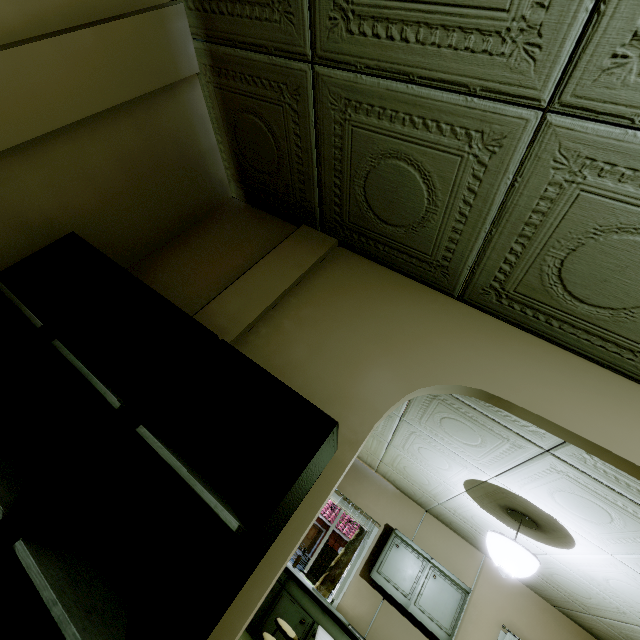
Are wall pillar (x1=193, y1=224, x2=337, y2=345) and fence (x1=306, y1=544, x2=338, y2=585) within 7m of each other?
no

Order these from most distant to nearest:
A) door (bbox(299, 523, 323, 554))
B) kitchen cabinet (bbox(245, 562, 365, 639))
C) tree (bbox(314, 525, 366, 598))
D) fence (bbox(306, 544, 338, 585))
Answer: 1. door (bbox(299, 523, 323, 554))
2. fence (bbox(306, 544, 338, 585))
3. tree (bbox(314, 525, 366, 598))
4. kitchen cabinet (bbox(245, 562, 365, 639))

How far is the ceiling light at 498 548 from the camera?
3.0m

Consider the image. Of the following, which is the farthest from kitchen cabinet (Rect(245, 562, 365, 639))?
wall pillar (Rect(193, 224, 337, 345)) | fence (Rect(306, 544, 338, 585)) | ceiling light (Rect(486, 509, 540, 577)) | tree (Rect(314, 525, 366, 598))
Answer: fence (Rect(306, 544, 338, 585))

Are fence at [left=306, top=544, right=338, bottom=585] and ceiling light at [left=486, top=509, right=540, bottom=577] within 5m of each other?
no

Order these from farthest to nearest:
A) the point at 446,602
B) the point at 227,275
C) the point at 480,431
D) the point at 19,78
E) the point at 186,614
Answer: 1. the point at 446,602
2. the point at 480,431
3. the point at 227,275
4. the point at 19,78
5. the point at 186,614

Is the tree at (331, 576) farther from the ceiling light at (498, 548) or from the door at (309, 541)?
the ceiling light at (498, 548)

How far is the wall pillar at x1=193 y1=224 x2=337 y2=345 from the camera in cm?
180
